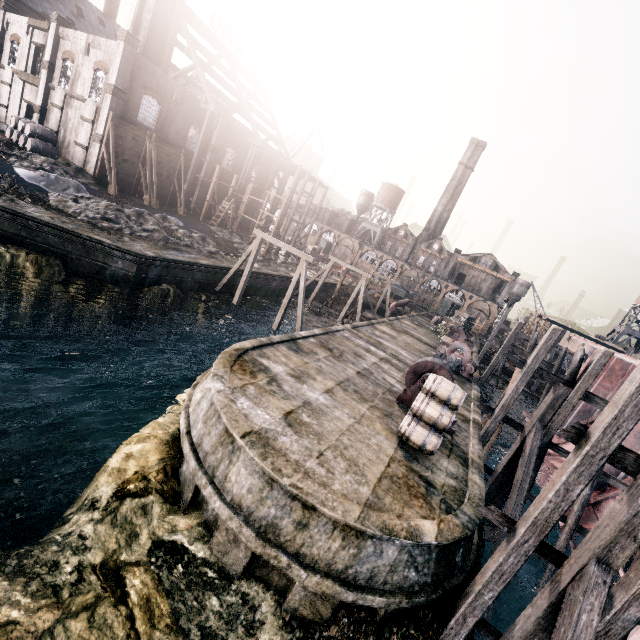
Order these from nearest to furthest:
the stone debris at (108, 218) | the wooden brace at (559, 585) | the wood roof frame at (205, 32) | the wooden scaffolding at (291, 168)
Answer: the wooden brace at (559, 585) < the stone debris at (108, 218) < the wood roof frame at (205, 32) < the wooden scaffolding at (291, 168)

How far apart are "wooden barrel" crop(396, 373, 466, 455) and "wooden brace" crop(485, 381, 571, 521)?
4.0m

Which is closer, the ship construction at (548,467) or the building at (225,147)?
the ship construction at (548,467)

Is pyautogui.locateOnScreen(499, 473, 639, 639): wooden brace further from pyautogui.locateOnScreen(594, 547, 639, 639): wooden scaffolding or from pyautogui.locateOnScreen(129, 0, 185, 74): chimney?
pyautogui.locateOnScreen(129, 0, 185, 74): chimney

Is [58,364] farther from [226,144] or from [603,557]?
[226,144]

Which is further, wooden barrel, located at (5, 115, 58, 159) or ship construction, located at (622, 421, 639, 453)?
wooden barrel, located at (5, 115, 58, 159)

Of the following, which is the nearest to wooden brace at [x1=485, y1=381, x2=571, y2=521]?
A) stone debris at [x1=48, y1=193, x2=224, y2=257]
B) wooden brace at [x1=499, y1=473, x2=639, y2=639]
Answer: wooden brace at [x1=499, y1=473, x2=639, y2=639]

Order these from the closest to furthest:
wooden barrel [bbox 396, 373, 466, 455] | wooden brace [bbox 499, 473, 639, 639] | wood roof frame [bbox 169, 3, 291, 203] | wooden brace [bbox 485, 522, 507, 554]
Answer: wooden brace [bbox 499, 473, 639, 639], wooden barrel [bbox 396, 373, 466, 455], wooden brace [bbox 485, 522, 507, 554], wood roof frame [bbox 169, 3, 291, 203]
